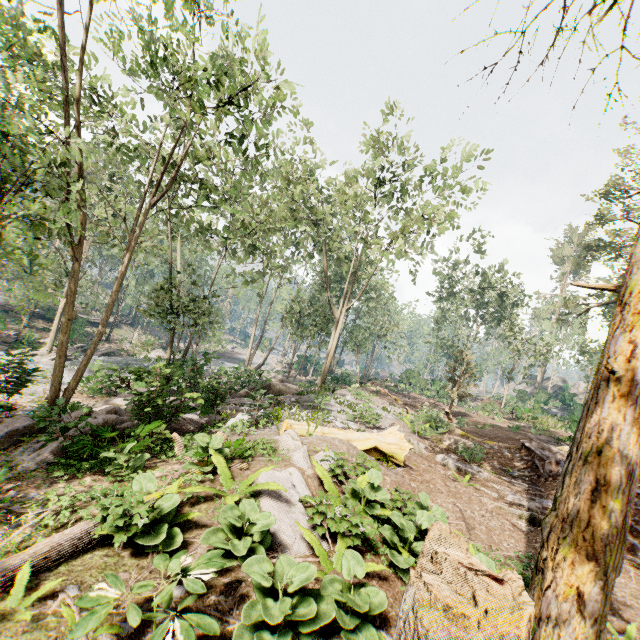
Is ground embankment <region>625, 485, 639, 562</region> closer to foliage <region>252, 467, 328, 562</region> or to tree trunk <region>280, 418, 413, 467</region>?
foliage <region>252, 467, 328, 562</region>

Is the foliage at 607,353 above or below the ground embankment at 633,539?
above

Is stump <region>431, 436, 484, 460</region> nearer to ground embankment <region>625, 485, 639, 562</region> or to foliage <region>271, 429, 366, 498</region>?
ground embankment <region>625, 485, 639, 562</region>

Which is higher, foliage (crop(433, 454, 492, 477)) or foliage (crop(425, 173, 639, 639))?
foliage (crop(425, 173, 639, 639))

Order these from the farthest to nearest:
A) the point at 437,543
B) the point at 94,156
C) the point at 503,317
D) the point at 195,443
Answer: the point at 503,317 < the point at 94,156 < the point at 195,443 < the point at 437,543

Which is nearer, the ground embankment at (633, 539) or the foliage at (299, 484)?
the foliage at (299, 484)

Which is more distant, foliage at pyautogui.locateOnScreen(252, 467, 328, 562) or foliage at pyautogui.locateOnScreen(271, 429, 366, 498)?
foliage at pyautogui.locateOnScreen(271, 429, 366, 498)
